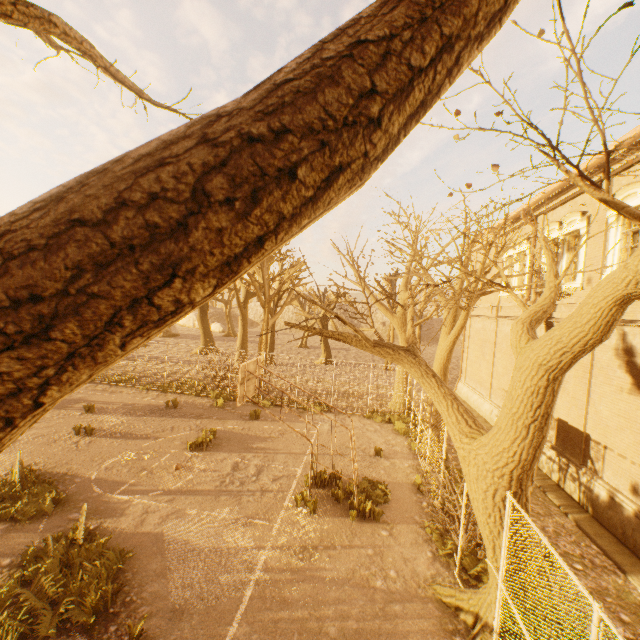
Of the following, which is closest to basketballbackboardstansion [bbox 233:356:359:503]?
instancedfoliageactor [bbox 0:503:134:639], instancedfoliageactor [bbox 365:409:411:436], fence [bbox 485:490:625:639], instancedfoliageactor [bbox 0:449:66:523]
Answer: fence [bbox 485:490:625:639]

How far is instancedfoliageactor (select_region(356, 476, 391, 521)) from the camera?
8.78m

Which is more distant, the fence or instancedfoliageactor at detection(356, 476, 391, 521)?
instancedfoliageactor at detection(356, 476, 391, 521)

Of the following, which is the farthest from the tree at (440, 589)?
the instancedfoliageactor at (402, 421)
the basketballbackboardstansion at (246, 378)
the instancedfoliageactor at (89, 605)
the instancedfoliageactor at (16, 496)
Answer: the instancedfoliageactor at (16, 496)

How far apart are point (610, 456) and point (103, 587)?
13.08m

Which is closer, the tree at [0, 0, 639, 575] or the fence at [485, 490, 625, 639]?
the tree at [0, 0, 639, 575]

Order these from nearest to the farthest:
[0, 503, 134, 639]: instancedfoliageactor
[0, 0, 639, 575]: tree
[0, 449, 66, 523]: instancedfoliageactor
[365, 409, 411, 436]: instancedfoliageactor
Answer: [0, 0, 639, 575]: tree → [0, 503, 134, 639]: instancedfoliageactor → [0, 449, 66, 523]: instancedfoliageactor → [365, 409, 411, 436]: instancedfoliageactor

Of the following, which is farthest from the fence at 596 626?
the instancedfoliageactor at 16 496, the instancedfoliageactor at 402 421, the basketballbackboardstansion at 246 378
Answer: the instancedfoliageactor at 16 496
